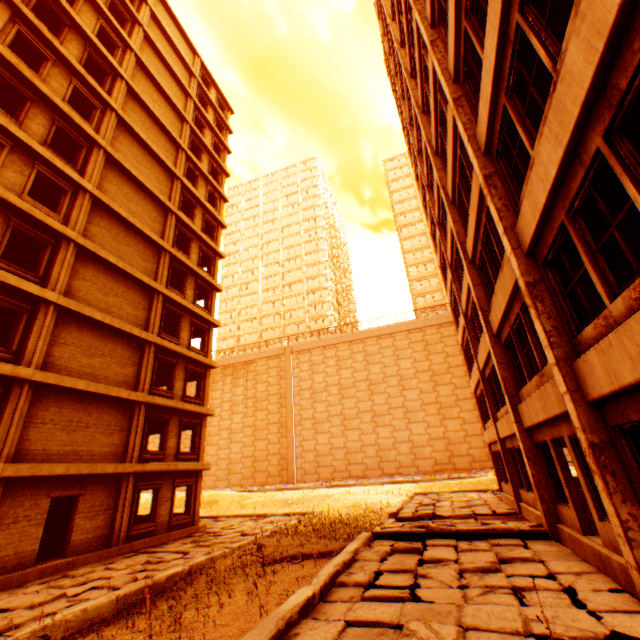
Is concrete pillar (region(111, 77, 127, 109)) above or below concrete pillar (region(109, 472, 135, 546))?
above

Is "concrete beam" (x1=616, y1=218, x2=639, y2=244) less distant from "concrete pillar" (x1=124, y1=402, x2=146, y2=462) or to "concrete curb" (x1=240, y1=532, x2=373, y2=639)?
"concrete curb" (x1=240, y1=532, x2=373, y2=639)

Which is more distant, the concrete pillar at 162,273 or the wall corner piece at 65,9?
the concrete pillar at 162,273

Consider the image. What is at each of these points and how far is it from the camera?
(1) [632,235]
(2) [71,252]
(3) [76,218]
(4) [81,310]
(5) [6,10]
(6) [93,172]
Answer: (1) concrete beam, 6.1m
(2) concrete pillar, 13.8m
(3) concrete pillar, 14.4m
(4) wall corner piece, 13.6m
(5) concrete pillar, 13.5m
(6) concrete pillar, 15.7m

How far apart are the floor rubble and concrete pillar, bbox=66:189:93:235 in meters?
14.8

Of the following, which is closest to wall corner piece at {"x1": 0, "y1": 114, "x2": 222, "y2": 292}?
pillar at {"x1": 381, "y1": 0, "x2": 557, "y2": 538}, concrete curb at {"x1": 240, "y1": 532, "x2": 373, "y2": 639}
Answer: concrete curb at {"x1": 240, "y1": 532, "x2": 373, "y2": 639}

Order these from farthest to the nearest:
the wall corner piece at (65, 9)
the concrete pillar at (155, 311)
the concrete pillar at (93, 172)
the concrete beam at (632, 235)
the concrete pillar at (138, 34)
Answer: the concrete pillar at (138, 34) < the concrete pillar at (155, 311) < the wall corner piece at (65, 9) < the concrete pillar at (93, 172) < the concrete beam at (632, 235)

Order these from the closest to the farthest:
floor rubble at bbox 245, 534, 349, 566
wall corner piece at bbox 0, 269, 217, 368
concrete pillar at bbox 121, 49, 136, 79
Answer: floor rubble at bbox 245, 534, 349, 566
wall corner piece at bbox 0, 269, 217, 368
concrete pillar at bbox 121, 49, 136, 79
